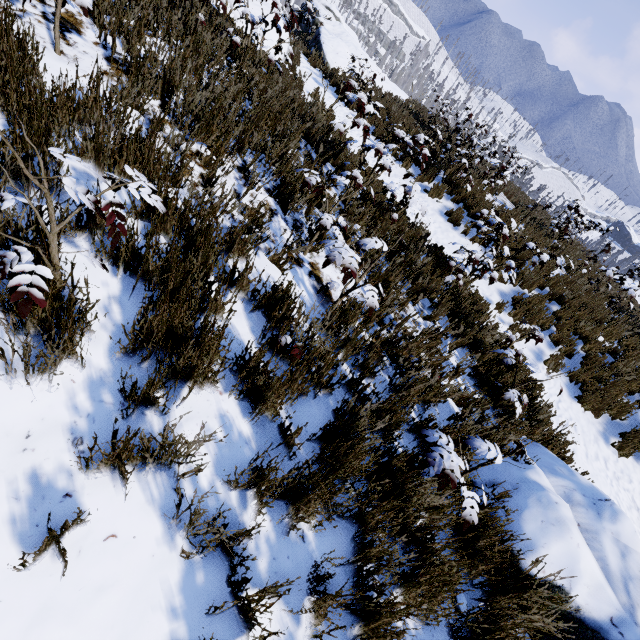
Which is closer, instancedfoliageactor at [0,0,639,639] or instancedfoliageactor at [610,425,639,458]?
instancedfoliageactor at [0,0,639,639]

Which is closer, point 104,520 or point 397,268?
point 104,520

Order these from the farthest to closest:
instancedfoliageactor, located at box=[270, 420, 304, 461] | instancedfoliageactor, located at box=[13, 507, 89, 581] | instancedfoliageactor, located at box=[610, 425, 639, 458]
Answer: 1. instancedfoliageactor, located at box=[610, 425, 639, 458]
2. instancedfoliageactor, located at box=[270, 420, 304, 461]
3. instancedfoliageactor, located at box=[13, 507, 89, 581]

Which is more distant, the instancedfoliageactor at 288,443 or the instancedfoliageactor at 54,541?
the instancedfoliageactor at 288,443

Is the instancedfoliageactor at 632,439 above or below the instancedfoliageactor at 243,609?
below

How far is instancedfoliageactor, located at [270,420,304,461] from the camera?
2.04m
